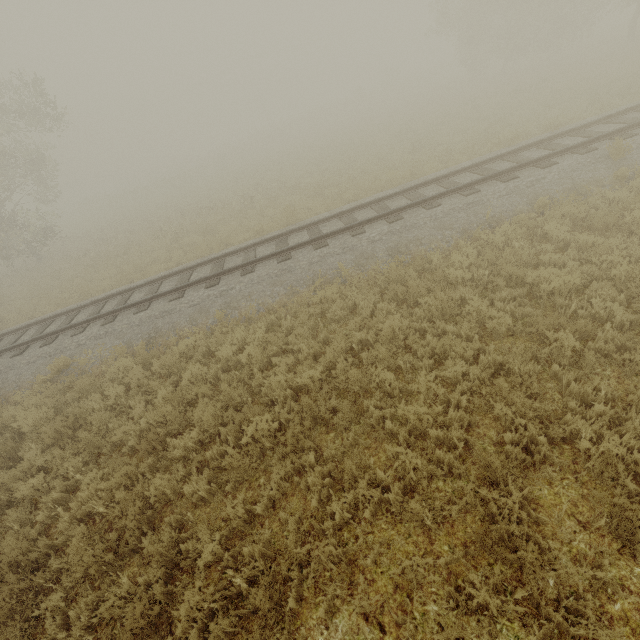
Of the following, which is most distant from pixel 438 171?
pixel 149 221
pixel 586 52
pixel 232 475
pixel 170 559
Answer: pixel 586 52
